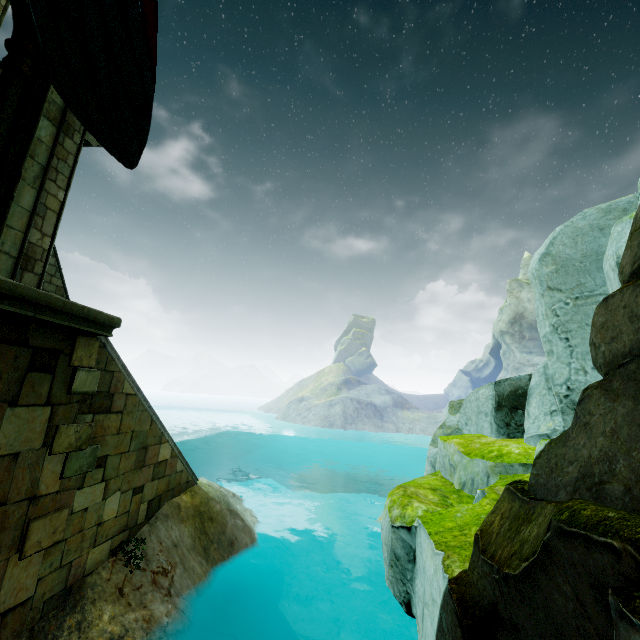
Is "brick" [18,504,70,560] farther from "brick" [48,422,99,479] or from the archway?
the archway

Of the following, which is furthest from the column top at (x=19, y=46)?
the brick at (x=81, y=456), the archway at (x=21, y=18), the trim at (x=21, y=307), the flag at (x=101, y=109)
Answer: the brick at (x=81, y=456)

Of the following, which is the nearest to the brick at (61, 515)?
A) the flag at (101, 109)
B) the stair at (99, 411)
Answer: the stair at (99, 411)

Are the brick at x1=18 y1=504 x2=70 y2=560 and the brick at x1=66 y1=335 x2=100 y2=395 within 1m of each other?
no

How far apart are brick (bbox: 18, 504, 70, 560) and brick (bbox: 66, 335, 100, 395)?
1.7m

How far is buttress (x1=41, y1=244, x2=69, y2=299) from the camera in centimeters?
1080cm

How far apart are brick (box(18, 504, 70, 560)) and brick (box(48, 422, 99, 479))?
0.4m

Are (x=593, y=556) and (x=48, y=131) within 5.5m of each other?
no
